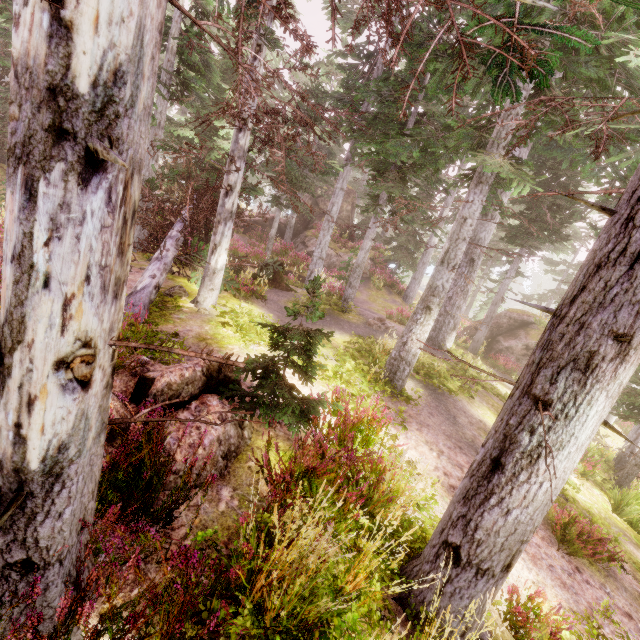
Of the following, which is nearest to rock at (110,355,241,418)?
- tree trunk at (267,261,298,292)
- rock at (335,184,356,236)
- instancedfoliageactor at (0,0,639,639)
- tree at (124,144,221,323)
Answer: instancedfoliageactor at (0,0,639,639)

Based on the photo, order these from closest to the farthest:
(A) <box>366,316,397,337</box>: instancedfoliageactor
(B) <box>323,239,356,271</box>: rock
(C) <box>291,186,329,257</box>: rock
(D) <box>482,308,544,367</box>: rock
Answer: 1. (A) <box>366,316,397,337</box>: instancedfoliageactor
2. (D) <box>482,308,544,367</box>: rock
3. (B) <box>323,239,356,271</box>: rock
4. (C) <box>291,186,329,257</box>: rock

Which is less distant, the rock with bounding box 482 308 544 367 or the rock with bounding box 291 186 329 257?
the rock with bounding box 482 308 544 367

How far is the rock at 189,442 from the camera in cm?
320

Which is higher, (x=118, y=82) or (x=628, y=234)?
(x=628, y=234)

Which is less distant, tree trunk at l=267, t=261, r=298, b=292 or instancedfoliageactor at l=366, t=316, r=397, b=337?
instancedfoliageactor at l=366, t=316, r=397, b=337

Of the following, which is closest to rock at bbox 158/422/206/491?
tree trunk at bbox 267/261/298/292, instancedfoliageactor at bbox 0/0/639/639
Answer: instancedfoliageactor at bbox 0/0/639/639
